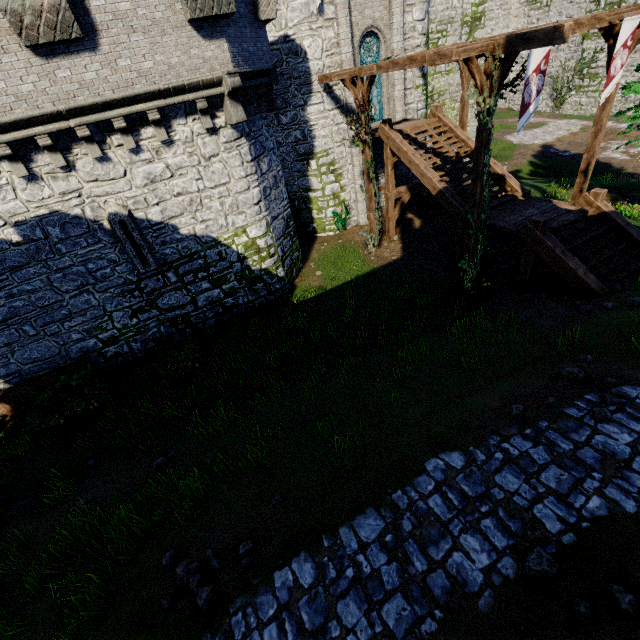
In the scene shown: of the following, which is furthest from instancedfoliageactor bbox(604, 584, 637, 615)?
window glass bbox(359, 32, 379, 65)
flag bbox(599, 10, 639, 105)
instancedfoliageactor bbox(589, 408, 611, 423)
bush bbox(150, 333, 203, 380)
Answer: window glass bbox(359, 32, 379, 65)

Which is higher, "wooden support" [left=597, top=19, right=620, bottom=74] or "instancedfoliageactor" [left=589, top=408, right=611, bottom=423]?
"wooden support" [left=597, top=19, right=620, bottom=74]

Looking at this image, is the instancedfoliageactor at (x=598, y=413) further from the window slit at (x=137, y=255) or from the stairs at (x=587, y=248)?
the window slit at (x=137, y=255)

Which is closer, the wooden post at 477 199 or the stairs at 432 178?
the wooden post at 477 199

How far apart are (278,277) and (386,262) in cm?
544

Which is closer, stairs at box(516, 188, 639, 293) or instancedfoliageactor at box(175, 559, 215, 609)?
instancedfoliageactor at box(175, 559, 215, 609)

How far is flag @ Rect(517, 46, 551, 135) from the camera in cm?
821

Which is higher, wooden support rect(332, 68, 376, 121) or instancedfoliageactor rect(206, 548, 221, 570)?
wooden support rect(332, 68, 376, 121)
